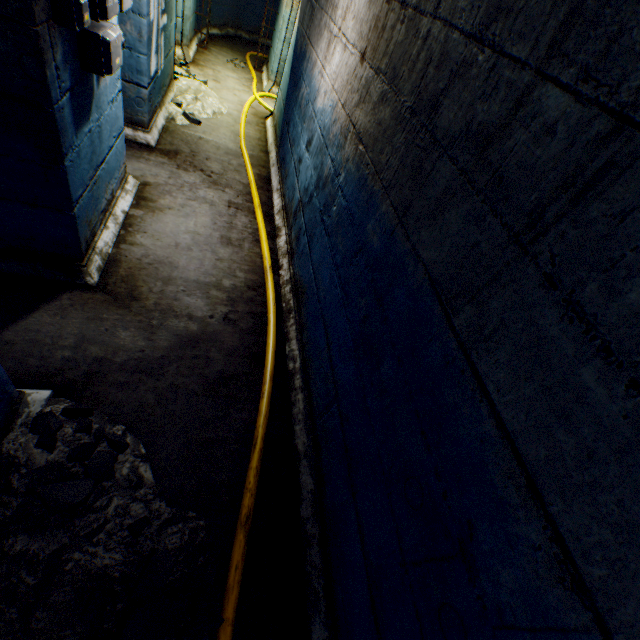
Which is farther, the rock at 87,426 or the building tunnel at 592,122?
the rock at 87,426

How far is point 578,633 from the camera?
0.70m

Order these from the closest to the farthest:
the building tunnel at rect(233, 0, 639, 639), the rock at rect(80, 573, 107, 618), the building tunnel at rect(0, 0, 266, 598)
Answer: the building tunnel at rect(233, 0, 639, 639) → the rock at rect(80, 573, 107, 618) → the building tunnel at rect(0, 0, 266, 598)

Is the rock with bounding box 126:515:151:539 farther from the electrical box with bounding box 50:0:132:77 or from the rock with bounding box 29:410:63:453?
the electrical box with bounding box 50:0:132:77

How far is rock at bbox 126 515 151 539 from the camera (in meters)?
1.55

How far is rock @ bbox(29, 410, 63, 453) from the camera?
1.7 meters

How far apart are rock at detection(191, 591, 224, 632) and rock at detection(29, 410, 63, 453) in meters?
0.3 m
